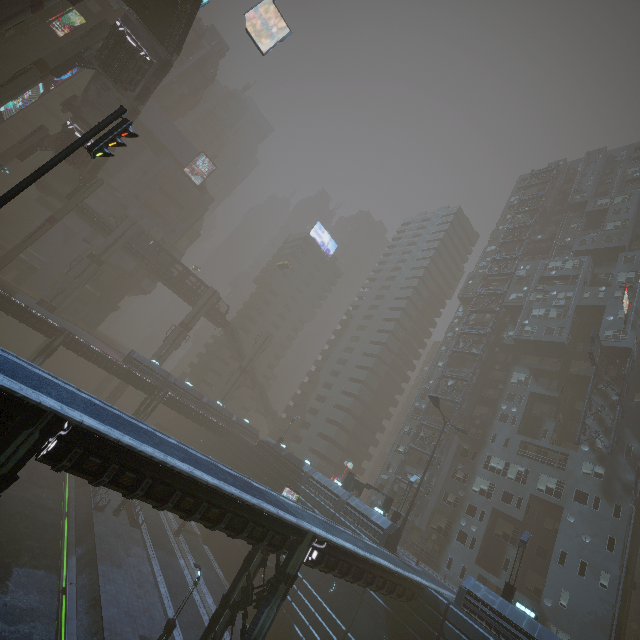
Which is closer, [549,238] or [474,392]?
[474,392]

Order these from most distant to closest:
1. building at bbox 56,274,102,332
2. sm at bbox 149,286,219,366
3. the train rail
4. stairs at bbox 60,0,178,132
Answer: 1. building at bbox 56,274,102,332
2. sm at bbox 149,286,219,366
3. stairs at bbox 60,0,178,132
4. the train rail

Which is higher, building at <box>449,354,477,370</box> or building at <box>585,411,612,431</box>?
building at <box>449,354,477,370</box>

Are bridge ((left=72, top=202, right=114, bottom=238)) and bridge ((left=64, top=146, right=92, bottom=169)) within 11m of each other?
yes

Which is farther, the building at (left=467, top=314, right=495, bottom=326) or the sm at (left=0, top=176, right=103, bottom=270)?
the building at (left=467, top=314, right=495, bottom=326)

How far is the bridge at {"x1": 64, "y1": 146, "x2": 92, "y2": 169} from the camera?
39.0 meters

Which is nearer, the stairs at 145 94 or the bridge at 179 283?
the stairs at 145 94

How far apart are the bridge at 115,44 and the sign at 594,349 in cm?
5333
